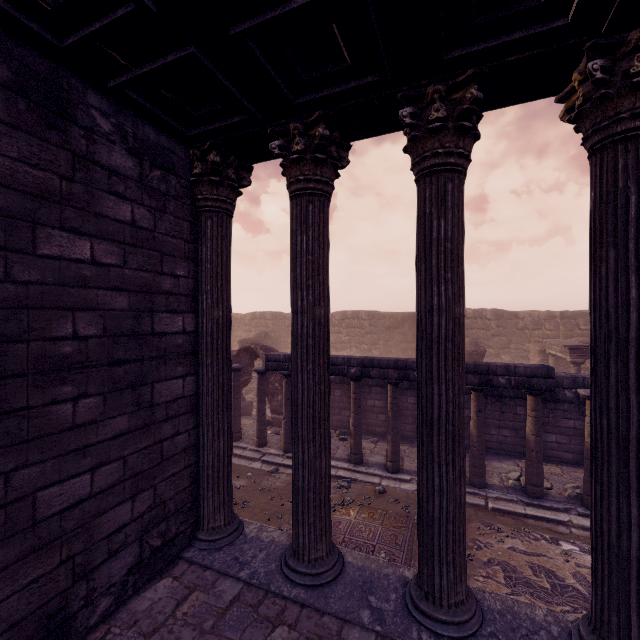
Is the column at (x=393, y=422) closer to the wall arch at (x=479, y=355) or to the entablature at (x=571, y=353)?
the wall arch at (x=479, y=355)

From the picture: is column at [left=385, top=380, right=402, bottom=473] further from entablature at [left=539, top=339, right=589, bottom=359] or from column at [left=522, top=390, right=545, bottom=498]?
entablature at [left=539, top=339, right=589, bottom=359]

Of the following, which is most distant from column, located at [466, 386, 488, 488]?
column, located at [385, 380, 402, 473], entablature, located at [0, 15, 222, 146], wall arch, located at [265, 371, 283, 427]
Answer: entablature, located at [0, 15, 222, 146]

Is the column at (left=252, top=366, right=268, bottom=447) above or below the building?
below

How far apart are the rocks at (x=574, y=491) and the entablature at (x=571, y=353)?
7.0 meters

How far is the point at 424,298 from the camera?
3.07m

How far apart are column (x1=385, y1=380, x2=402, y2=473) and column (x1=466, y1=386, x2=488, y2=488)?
1.57m

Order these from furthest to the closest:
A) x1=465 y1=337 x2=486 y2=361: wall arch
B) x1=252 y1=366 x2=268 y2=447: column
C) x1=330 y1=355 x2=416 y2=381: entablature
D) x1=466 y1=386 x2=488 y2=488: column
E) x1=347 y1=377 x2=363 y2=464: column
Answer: x1=465 y1=337 x2=486 y2=361: wall arch → x1=252 y1=366 x2=268 y2=447: column → x1=347 y1=377 x2=363 y2=464: column → x1=330 y1=355 x2=416 y2=381: entablature → x1=466 y1=386 x2=488 y2=488: column
